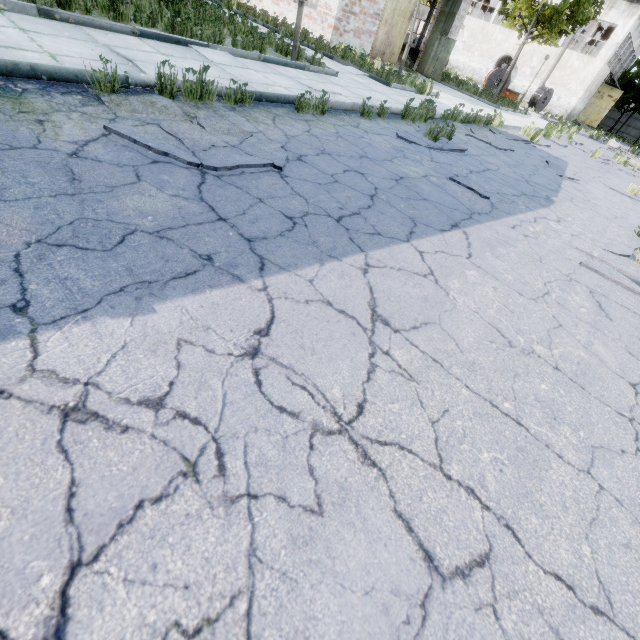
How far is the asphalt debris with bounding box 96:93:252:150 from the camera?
3.4 meters

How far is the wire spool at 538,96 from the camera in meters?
30.8

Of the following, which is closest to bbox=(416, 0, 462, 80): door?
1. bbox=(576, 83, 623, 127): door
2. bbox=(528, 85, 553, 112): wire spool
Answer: bbox=(528, 85, 553, 112): wire spool

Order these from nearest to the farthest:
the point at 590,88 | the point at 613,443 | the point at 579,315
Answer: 1. the point at 613,443
2. the point at 579,315
3. the point at 590,88

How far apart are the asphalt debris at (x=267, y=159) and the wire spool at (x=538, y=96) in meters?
39.3

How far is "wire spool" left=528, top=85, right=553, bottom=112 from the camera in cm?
3075

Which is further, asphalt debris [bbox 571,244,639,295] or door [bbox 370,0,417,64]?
door [bbox 370,0,417,64]

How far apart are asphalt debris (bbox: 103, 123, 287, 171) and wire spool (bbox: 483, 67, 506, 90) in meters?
35.6
